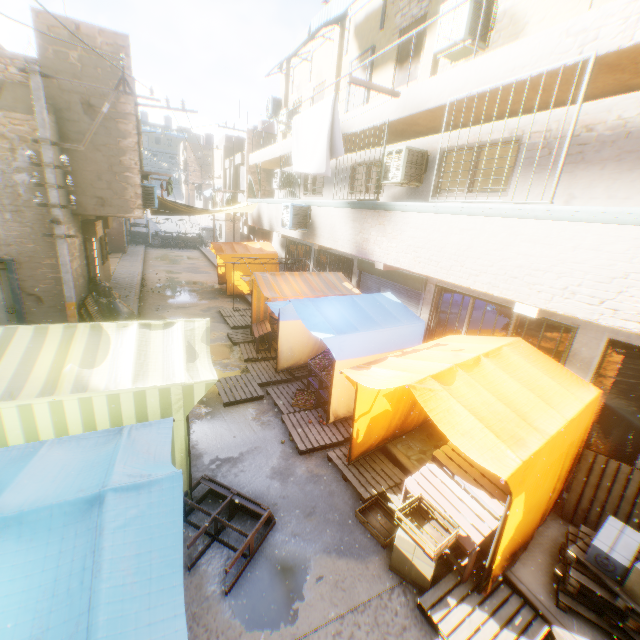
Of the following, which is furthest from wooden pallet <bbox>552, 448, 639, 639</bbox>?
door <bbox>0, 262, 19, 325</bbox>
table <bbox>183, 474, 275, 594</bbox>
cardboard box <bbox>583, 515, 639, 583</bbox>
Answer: door <bbox>0, 262, 19, 325</bbox>

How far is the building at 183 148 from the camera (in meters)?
44.34

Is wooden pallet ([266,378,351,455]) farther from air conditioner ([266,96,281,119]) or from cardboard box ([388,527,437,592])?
air conditioner ([266,96,281,119])

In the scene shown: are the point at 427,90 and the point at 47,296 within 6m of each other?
no

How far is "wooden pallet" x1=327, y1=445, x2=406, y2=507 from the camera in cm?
549

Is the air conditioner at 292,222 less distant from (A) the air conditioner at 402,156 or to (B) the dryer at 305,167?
(B) the dryer at 305,167

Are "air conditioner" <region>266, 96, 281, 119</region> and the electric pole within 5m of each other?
no

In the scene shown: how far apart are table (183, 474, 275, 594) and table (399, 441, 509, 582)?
1.9m
